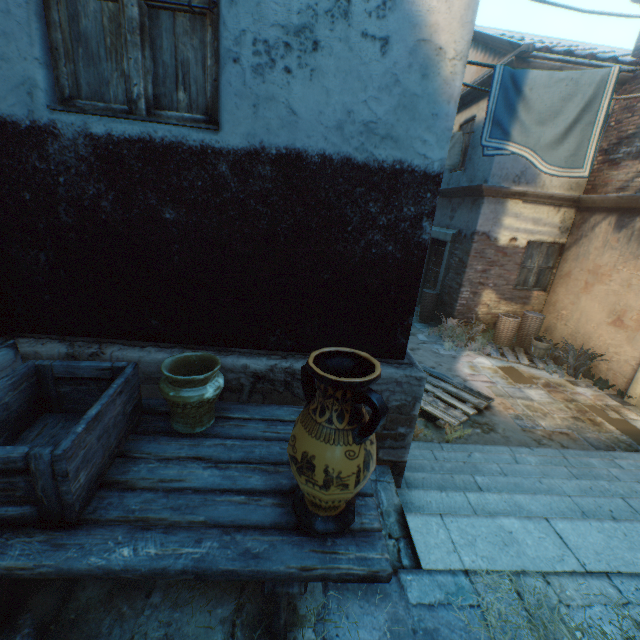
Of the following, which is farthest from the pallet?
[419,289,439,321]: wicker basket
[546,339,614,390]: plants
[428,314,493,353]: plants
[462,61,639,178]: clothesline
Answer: [462,61,639,178]: clothesline

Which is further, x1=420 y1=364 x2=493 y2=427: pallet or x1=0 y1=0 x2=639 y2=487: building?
x1=420 y1=364 x2=493 y2=427: pallet

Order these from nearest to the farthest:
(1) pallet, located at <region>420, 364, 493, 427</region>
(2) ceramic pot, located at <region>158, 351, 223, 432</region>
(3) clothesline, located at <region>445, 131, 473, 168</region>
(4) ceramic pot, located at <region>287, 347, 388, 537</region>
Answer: (4) ceramic pot, located at <region>287, 347, 388, 537</region>
(2) ceramic pot, located at <region>158, 351, 223, 432</region>
(1) pallet, located at <region>420, 364, 493, 427</region>
(3) clothesline, located at <region>445, 131, 473, 168</region>

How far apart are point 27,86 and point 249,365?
2.16m

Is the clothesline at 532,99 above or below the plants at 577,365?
above

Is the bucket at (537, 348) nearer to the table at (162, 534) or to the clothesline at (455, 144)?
the clothesline at (455, 144)

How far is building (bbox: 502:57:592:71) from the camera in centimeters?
683cm

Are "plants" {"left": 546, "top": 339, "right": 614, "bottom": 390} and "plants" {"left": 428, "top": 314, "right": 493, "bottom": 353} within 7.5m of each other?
yes
